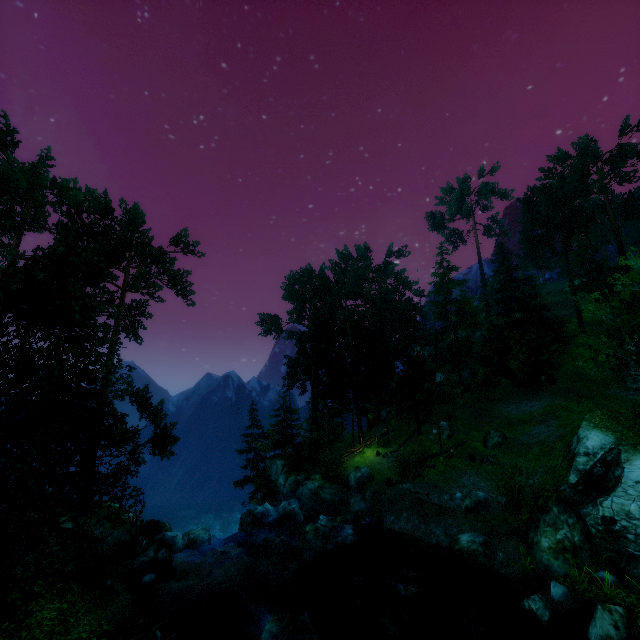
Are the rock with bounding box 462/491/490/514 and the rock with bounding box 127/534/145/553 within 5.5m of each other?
no

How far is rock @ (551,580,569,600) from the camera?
12.0m

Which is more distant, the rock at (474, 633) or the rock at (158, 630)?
the rock at (474, 633)

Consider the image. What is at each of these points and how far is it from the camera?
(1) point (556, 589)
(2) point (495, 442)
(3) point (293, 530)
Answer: (1) rock, 12.23m
(2) rock, 26.59m
(3) rock, 22.58m

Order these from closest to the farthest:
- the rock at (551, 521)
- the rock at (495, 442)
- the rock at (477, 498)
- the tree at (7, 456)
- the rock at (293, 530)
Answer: the tree at (7, 456)
the rock at (551, 521)
the rock at (293, 530)
the rock at (477, 498)
the rock at (495, 442)

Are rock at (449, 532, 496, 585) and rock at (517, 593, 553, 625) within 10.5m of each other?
yes

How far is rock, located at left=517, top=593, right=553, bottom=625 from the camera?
11.4 meters

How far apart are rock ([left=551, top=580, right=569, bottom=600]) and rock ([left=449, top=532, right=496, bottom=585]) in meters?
2.6 m
